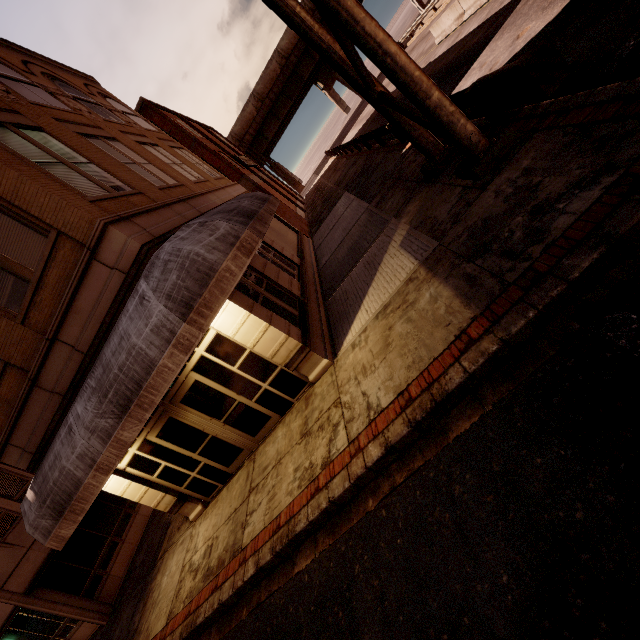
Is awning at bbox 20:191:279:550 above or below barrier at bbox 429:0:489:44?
above

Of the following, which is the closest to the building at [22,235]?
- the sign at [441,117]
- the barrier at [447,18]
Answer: the sign at [441,117]

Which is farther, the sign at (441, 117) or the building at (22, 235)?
the building at (22, 235)

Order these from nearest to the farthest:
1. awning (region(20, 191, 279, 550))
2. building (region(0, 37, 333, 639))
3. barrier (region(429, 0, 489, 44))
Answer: awning (region(20, 191, 279, 550)) < building (region(0, 37, 333, 639)) < barrier (region(429, 0, 489, 44))

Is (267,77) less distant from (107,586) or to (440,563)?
(107,586)

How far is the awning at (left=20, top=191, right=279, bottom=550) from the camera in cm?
521

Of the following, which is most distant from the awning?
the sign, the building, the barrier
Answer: the barrier

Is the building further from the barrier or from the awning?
the barrier
